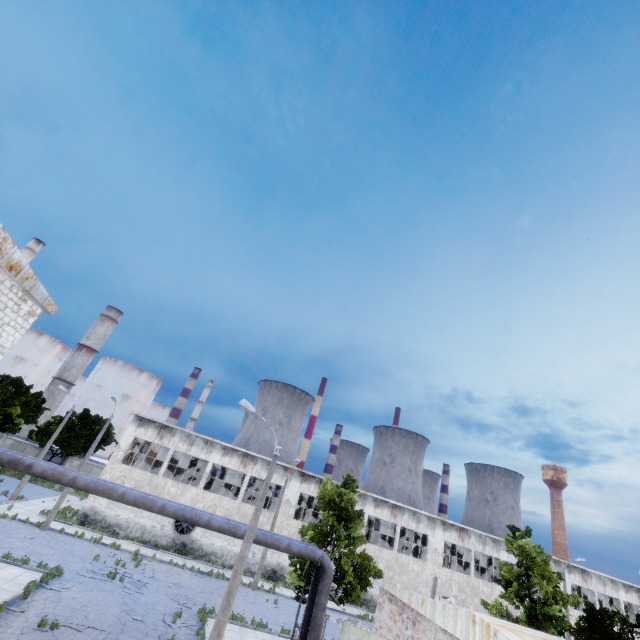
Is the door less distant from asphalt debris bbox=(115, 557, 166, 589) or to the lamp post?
the lamp post

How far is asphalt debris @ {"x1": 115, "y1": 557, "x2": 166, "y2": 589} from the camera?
20.0m

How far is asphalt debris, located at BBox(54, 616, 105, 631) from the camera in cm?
1360

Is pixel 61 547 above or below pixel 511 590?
below

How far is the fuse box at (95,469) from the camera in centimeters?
4497cm

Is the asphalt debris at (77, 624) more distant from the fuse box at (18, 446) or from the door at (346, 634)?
the fuse box at (18, 446)

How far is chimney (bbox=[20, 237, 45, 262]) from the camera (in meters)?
55.50

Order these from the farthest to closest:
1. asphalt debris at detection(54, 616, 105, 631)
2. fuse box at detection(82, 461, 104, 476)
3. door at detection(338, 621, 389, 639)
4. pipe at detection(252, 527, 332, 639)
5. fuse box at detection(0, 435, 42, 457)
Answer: fuse box at detection(82, 461, 104, 476), fuse box at detection(0, 435, 42, 457), pipe at detection(252, 527, 332, 639), asphalt debris at detection(54, 616, 105, 631), door at detection(338, 621, 389, 639)
